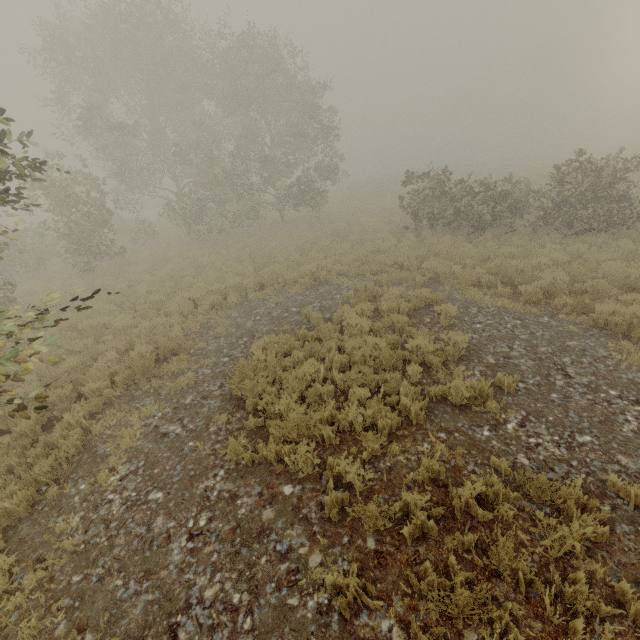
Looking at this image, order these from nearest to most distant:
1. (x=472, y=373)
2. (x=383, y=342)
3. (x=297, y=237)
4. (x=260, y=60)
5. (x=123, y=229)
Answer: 1. (x=472, y=373)
2. (x=383, y=342)
3. (x=260, y=60)
4. (x=297, y=237)
5. (x=123, y=229)
